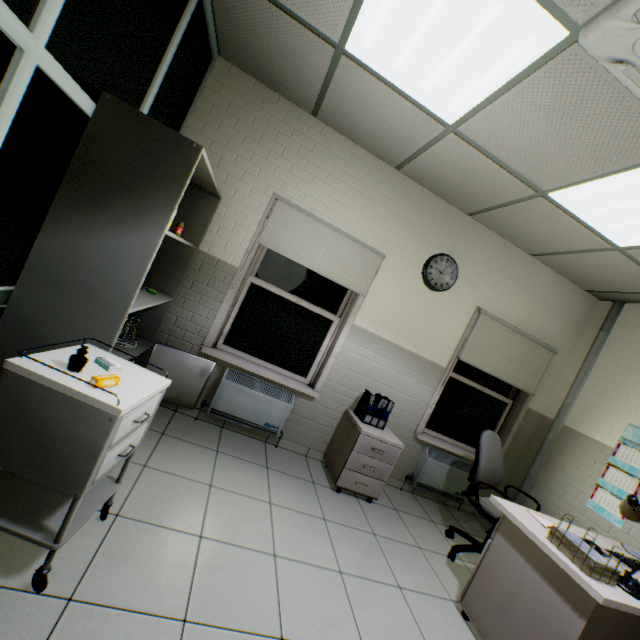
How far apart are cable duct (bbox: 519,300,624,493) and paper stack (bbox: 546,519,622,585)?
1.8 meters

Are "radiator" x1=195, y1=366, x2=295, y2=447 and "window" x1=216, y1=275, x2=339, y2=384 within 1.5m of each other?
yes

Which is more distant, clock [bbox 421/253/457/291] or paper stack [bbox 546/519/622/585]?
clock [bbox 421/253/457/291]

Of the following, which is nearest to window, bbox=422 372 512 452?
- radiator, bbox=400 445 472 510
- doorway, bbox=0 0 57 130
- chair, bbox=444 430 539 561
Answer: radiator, bbox=400 445 472 510

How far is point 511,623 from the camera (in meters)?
2.04

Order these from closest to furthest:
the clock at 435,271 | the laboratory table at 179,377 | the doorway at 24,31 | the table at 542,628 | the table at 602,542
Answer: the doorway at 24,31
the table at 542,628
the table at 602,542
the laboratory table at 179,377
the clock at 435,271

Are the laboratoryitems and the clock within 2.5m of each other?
no

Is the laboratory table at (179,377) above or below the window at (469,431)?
below
